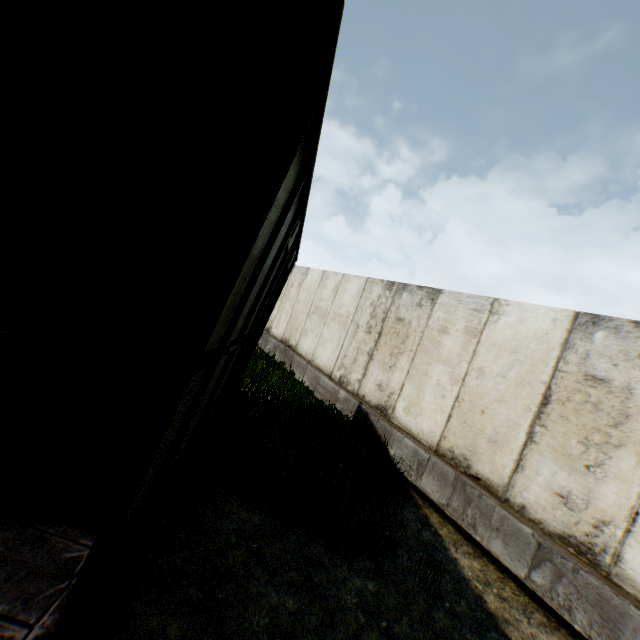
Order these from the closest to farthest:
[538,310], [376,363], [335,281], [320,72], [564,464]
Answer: [320,72] → [564,464] → [538,310] → [376,363] → [335,281]
